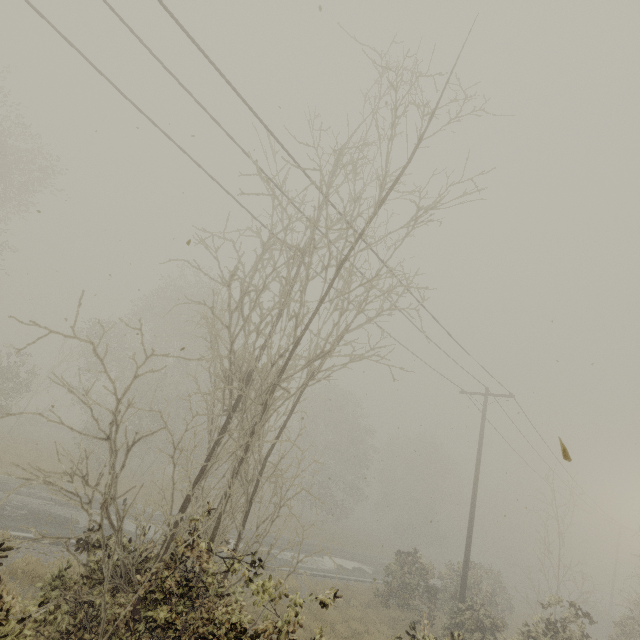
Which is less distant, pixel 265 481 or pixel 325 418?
pixel 265 481
